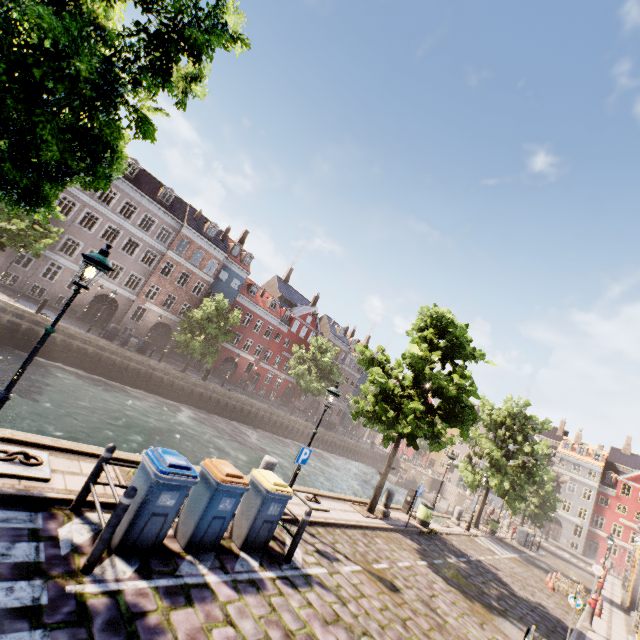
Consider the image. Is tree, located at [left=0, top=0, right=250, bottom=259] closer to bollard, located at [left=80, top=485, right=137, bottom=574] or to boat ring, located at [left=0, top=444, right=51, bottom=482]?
boat ring, located at [left=0, top=444, right=51, bottom=482]

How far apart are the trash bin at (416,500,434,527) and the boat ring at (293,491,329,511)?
7.37m

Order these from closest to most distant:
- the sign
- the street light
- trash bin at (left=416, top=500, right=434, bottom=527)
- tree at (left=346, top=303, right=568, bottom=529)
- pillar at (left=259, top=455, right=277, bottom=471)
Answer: the street light < the sign < pillar at (left=259, top=455, right=277, bottom=471) < tree at (left=346, top=303, right=568, bottom=529) < trash bin at (left=416, top=500, right=434, bottom=527)

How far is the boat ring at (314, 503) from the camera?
10.6m

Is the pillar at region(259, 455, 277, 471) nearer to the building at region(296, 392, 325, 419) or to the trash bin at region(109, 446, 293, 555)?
the trash bin at region(109, 446, 293, 555)

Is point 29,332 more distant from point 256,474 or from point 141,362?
point 256,474

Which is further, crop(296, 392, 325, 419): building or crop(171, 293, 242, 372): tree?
crop(296, 392, 325, 419): building

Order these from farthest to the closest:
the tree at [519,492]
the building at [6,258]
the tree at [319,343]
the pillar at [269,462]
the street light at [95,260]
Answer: the tree at [319,343]
the building at [6,258]
the tree at [519,492]
the pillar at [269,462]
the street light at [95,260]
